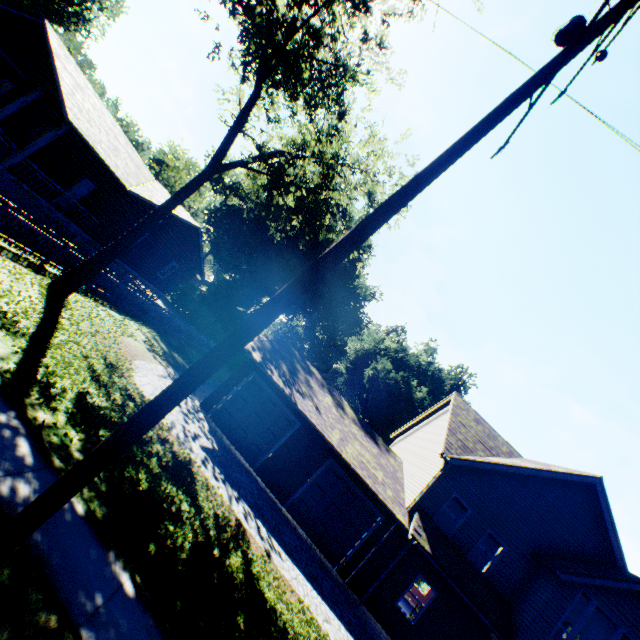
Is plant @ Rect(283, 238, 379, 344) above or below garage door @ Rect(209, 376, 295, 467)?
above

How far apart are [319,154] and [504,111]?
13.5m

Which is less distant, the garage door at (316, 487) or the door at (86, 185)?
the garage door at (316, 487)

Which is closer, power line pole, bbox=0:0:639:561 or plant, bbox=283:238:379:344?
power line pole, bbox=0:0:639:561

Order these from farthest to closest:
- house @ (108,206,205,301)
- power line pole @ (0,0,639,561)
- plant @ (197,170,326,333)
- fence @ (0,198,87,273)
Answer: plant @ (197,170,326,333) → house @ (108,206,205,301) → fence @ (0,198,87,273) → power line pole @ (0,0,639,561)

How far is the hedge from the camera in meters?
36.6

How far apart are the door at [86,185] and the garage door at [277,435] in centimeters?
1450cm

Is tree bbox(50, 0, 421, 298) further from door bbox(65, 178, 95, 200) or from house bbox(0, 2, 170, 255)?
door bbox(65, 178, 95, 200)
